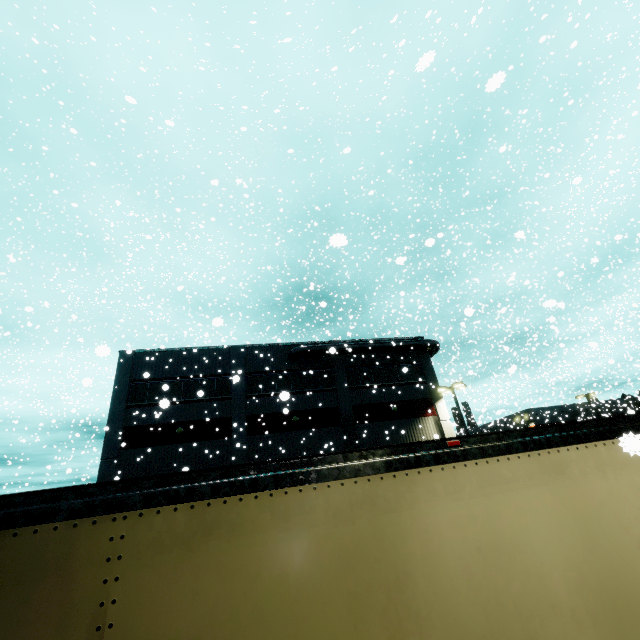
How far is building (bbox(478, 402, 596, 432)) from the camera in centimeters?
4279cm

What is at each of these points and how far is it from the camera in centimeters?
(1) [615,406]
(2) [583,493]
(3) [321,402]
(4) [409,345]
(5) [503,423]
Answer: (1) building, 5284cm
(2) semi trailer, 307cm
(3) building, 2473cm
(4) vent duct, 2725cm
(5) building, 5403cm

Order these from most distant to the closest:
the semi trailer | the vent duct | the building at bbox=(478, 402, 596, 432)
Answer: the building at bbox=(478, 402, 596, 432), the vent duct, the semi trailer

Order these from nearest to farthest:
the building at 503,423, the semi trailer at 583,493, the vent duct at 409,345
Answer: the semi trailer at 583,493, the vent duct at 409,345, the building at 503,423

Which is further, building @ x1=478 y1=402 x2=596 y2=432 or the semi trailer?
building @ x1=478 y1=402 x2=596 y2=432

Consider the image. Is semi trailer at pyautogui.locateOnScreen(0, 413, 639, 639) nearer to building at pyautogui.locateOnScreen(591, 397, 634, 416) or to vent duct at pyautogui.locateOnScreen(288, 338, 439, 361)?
building at pyautogui.locateOnScreen(591, 397, 634, 416)

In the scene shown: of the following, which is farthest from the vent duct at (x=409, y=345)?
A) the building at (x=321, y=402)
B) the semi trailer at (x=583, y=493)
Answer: the semi trailer at (x=583, y=493)
